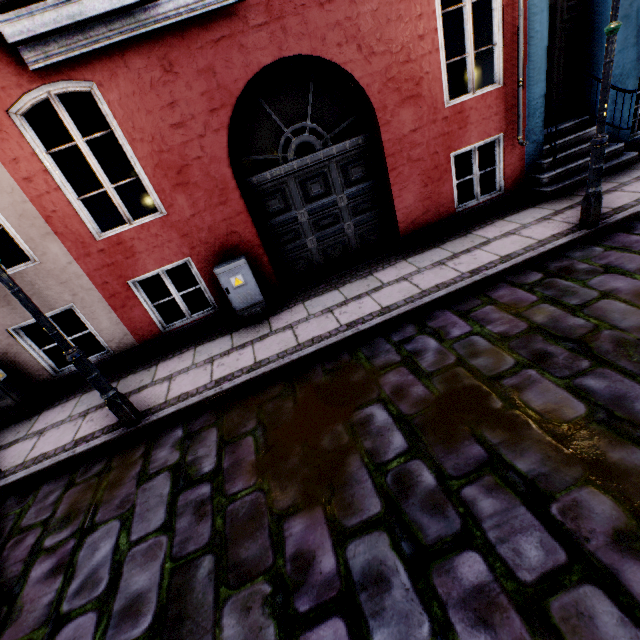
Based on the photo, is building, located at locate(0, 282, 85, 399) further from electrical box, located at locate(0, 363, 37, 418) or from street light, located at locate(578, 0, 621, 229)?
street light, located at locate(578, 0, 621, 229)

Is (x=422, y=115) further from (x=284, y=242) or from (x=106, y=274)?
(x=106, y=274)

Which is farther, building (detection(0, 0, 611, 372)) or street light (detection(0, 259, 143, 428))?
building (detection(0, 0, 611, 372))

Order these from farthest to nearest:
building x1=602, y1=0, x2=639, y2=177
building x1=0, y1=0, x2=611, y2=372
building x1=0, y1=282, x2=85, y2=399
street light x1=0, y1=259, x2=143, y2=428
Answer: building x1=602, y1=0, x2=639, y2=177 < building x1=0, y1=282, x2=85, y2=399 < building x1=0, y1=0, x2=611, y2=372 < street light x1=0, y1=259, x2=143, y2=428

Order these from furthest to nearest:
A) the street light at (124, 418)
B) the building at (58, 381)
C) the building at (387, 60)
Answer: the building at (58, 381)
the building at (387, 60)
the street light at (124, 418)

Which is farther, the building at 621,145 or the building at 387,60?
the building at 621,145

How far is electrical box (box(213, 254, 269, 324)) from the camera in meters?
5.2
